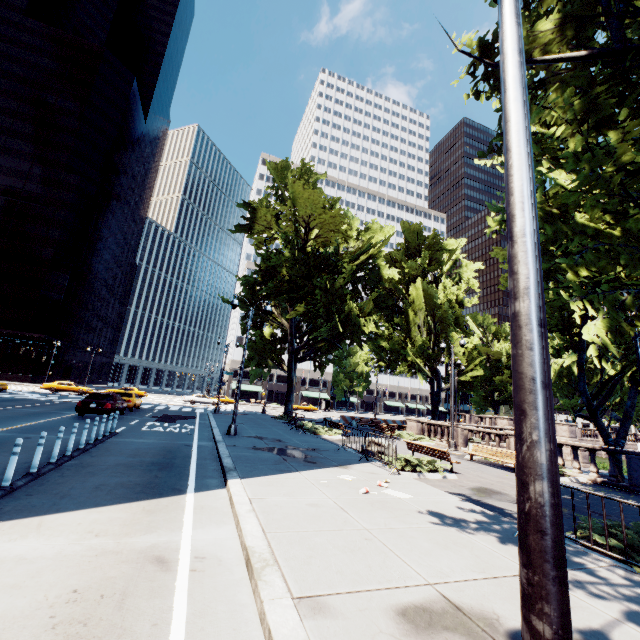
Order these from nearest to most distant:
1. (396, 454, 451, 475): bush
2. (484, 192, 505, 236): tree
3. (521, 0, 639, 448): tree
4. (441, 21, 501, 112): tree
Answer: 1. (521, 0, 639, 448): tree
2. (484, 192, 505, 236): tree
3. (441, 21, 501, 112): tree
4. (396, 454, 451, 475): bush

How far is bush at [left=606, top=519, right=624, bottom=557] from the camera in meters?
5.6 m

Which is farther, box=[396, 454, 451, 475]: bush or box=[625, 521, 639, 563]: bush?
box=[396, 454, 451, 475]: bush

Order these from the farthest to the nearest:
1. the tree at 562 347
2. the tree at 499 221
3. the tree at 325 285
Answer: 1. the tree at 325 285
2. the tree at 499 221
3. the tree at 562 347

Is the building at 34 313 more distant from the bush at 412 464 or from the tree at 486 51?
the bush at 412 464

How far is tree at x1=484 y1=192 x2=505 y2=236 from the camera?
6.74m

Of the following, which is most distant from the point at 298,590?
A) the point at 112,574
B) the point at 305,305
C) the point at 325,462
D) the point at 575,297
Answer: the point at 575,297
